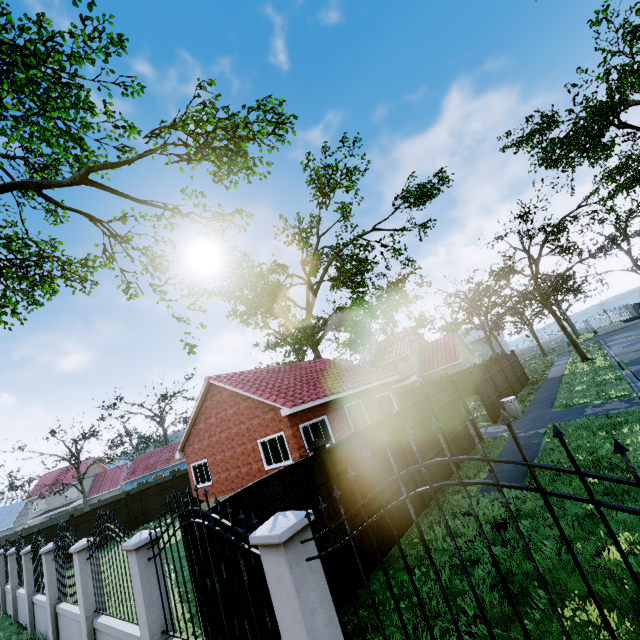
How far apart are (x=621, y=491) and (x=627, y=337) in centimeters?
3507cm

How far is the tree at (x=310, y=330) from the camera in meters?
25.2 m

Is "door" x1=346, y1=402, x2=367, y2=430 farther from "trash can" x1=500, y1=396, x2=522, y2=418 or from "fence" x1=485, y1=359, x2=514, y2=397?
"trash can" x1=500, y1=396, x2=522, y2=418

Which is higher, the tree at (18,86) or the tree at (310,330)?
the tree at (18,86)

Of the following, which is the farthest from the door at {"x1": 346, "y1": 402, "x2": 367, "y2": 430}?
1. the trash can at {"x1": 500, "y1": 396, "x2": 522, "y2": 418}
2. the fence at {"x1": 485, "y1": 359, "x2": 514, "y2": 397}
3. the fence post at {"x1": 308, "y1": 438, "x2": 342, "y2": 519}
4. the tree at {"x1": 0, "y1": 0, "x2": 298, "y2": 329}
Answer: the fence post at {"x1": 308, "y1": 438, "x2": 342, "y2": 519}

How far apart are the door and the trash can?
6.91m

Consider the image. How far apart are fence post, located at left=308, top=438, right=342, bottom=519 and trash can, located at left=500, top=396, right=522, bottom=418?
11.55m

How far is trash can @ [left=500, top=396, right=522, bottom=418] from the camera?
14.4 meters
